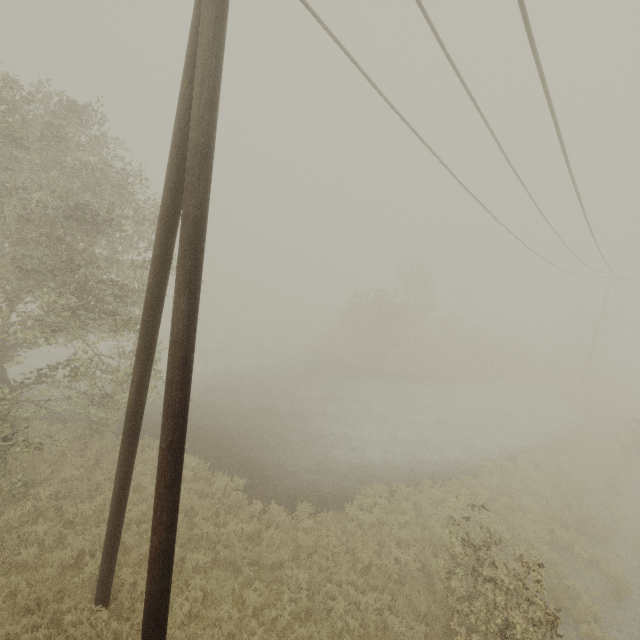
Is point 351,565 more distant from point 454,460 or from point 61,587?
point 454,460
